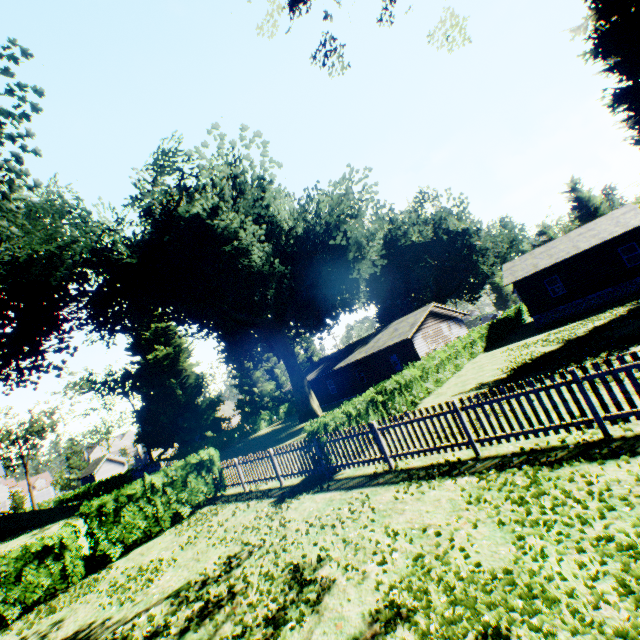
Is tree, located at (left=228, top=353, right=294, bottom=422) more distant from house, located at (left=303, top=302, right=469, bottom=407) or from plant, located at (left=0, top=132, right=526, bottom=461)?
house, located at (left=303, top=302, right=469, bottom=407)

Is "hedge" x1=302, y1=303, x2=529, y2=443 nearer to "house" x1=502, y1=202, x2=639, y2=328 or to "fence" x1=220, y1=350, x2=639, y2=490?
"fence" x1=220, y1=350, x2=639, y2=490

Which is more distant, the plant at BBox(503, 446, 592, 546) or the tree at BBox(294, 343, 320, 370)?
the tree at BBox(294, 343, 320, 370)

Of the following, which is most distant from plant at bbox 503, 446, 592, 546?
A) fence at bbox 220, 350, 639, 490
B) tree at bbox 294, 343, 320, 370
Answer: tree at bbox 294, 343, 320, 370

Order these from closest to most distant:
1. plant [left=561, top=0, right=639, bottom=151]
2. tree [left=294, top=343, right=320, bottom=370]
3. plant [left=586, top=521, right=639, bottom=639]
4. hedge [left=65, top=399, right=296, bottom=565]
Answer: plant [left=586, top=521, right=639, bottom=639] → hedge [left=65, top=399, right=296, bottom=565] → plant [left=561, top=0, right=639, bottom=151] → tree [left=294, top=343, right=320, bottom=370]

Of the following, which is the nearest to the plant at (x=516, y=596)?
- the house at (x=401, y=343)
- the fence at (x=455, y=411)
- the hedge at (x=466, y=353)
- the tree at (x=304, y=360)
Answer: the fence at (x=455, y=411)

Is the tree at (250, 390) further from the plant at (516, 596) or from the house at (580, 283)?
the house at (580, 283)

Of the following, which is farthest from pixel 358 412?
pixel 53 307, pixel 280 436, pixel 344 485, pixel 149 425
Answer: pixel 149 425
